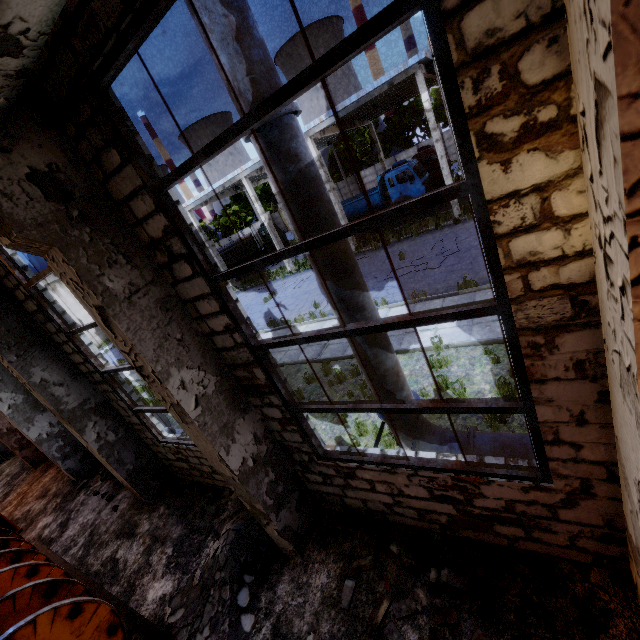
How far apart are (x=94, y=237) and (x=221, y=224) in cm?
5372

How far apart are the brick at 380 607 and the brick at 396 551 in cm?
35

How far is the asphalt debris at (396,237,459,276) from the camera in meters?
14.2 m

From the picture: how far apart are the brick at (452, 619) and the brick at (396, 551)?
0.53m

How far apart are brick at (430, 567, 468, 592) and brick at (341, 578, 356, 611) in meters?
1.1 m

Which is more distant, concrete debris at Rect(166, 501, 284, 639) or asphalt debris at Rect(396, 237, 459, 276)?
asphalt debris at Rect(396, 237, 459, 276)

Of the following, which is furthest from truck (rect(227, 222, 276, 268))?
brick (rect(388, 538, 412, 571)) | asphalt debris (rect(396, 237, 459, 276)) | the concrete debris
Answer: brick (rect(388, 538, 412, 571))

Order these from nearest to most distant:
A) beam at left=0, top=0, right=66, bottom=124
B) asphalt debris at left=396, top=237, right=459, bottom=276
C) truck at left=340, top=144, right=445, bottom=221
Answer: beam at left=0, top=0, right=66, bottom=124 < asphalt debris at left=396, top=237, right=459, bottom=276 < truck at left=340, top=144, right=445, bottom=221
